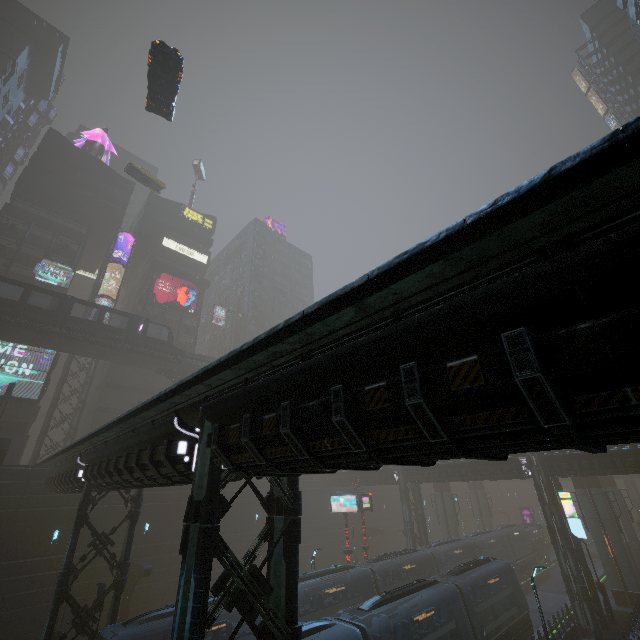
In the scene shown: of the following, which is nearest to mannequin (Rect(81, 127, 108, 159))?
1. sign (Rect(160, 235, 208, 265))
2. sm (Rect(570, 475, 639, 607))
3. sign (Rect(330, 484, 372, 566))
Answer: sign (Rect(160, 235, 208, 265))

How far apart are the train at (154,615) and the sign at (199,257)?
47.9m

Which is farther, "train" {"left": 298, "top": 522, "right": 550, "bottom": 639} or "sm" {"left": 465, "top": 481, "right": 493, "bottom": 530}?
"sm" {"left": 465, "top": 481, "right": 493, "bottom": 530}

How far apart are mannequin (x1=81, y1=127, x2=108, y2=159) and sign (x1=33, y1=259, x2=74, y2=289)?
22.45m

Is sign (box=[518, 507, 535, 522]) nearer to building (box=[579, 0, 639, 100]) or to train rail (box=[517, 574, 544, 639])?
building (box=[579, 0, 639, 100])

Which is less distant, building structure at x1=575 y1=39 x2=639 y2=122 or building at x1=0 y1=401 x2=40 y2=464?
building at x1=0 y1=401 x2=40 y2=464

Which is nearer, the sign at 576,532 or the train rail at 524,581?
the sign at 576,532

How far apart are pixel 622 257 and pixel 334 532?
48.5m
